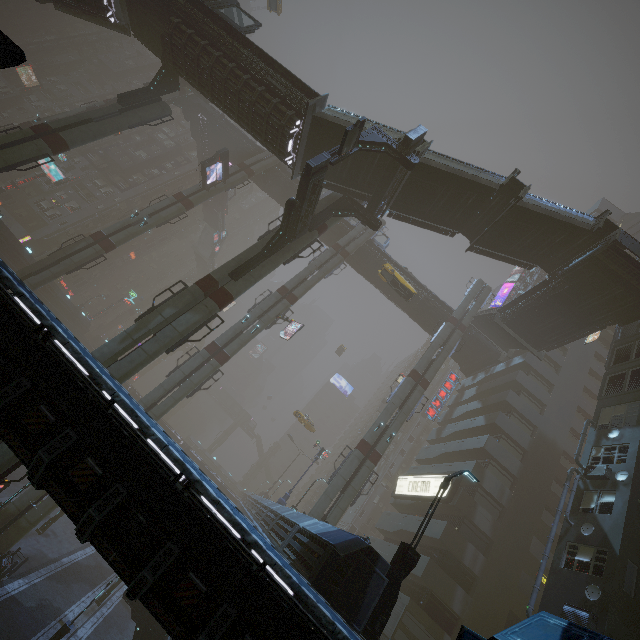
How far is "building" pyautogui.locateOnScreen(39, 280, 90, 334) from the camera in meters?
45.0 m

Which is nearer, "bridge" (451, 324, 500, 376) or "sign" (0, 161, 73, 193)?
"bridge" (451, 324, 500, 376)

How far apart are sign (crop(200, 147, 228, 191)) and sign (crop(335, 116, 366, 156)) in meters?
20.3 m

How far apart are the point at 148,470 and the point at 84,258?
30.5m

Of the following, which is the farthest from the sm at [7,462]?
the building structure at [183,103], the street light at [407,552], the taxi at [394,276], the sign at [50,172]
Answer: the street light at [407,552]

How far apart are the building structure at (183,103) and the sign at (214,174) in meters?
15.2 m

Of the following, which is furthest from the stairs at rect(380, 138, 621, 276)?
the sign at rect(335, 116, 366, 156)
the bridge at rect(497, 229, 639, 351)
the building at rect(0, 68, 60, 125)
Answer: the sign at rect(335, 116, 366, 156)

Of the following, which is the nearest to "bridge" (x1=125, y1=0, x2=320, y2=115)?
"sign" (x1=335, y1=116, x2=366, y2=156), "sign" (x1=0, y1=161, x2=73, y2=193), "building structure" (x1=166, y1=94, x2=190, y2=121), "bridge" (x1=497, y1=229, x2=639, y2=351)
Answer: "building structure" (x1=166, y1=94, x2=190, y2=121)
